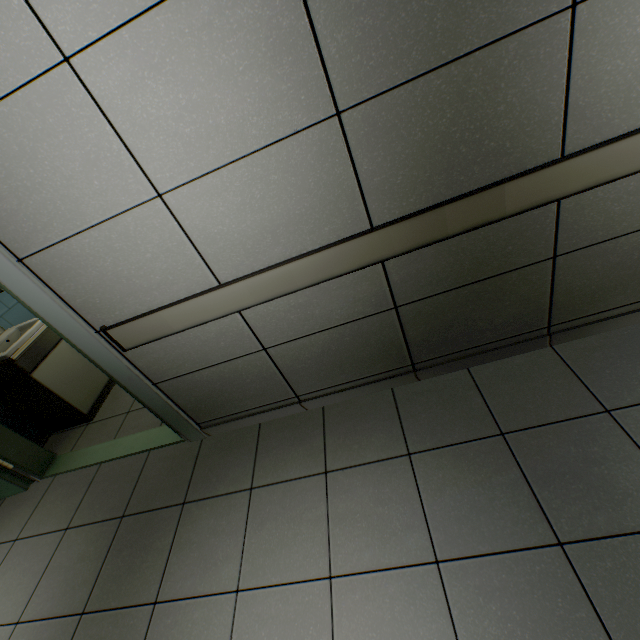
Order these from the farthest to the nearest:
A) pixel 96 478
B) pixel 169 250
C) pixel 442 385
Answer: pixel 96 478 < pixel 442 385 < pixel 169 250

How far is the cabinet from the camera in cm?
291

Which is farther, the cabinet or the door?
the cabinet

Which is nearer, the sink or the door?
the door

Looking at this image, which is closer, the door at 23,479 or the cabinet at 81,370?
the door at 23,479

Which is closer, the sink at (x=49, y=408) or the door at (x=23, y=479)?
the door at (x=23, y=479)
